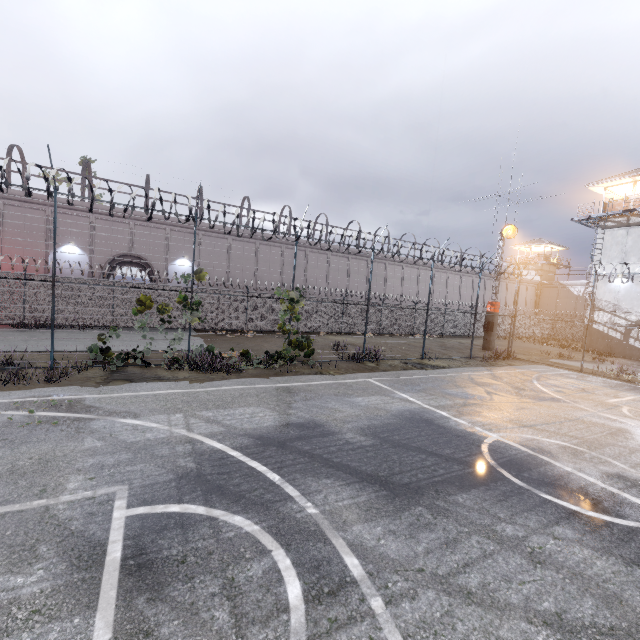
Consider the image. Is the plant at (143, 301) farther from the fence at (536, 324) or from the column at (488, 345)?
the column at (488, 345)

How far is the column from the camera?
23.64m

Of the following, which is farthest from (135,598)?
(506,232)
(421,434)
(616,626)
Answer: (506,232)

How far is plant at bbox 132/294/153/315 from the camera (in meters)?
10.91

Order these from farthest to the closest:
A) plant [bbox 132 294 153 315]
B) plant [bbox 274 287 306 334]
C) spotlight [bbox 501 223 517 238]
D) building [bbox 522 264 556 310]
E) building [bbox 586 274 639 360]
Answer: building [bbox 522 264 556 310], building [bbox 586 274 639 360], spotlight [bbox 501 223 517 238], plant [bbox 274 287 306 334], plant [bbox 132 294 153 315]

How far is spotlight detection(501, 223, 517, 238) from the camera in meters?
22.7

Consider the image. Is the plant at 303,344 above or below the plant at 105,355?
above

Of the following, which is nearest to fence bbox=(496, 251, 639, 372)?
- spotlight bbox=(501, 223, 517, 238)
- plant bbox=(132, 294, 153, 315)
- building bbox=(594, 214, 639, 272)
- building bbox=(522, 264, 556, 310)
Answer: plant bbox=(132, 294, 153, 315)
